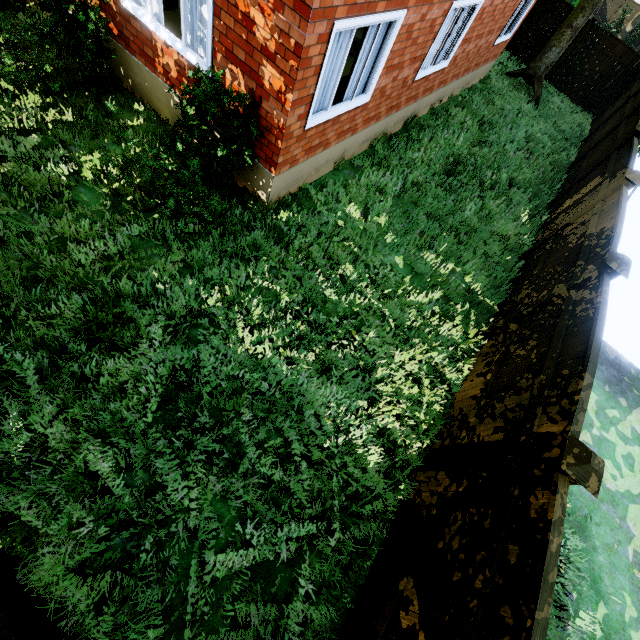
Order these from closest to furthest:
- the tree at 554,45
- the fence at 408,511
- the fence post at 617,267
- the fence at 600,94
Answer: the fence at 408,511
the fence post at 617,267
the tree at 554,45
the fence at 600,94

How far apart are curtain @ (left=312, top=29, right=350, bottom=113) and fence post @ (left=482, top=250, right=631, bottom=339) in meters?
4.7

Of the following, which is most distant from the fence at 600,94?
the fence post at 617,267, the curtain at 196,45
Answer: the curtain at 196,45

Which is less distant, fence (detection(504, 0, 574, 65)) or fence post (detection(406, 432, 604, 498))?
fence post (detection(406, 432, 604, 498))

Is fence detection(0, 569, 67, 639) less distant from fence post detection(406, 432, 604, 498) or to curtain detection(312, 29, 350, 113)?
fence post detection(406, 432, 604, 498)

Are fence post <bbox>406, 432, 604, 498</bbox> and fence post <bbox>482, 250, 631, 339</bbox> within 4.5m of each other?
yes

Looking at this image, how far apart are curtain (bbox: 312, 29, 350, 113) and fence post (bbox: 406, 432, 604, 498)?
5.27m

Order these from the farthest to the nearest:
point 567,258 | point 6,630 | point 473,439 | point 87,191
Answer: point 567,258 → point 87,191 → point 473,439 → point 6,630
